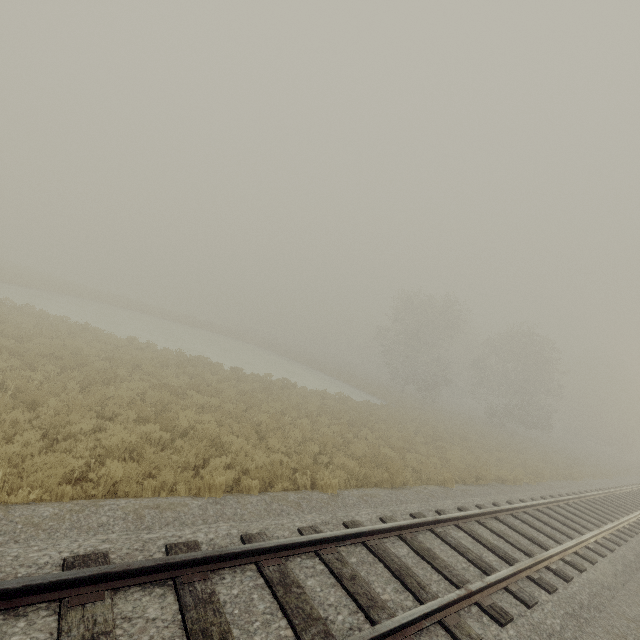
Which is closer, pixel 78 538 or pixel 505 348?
pixel 78 538
